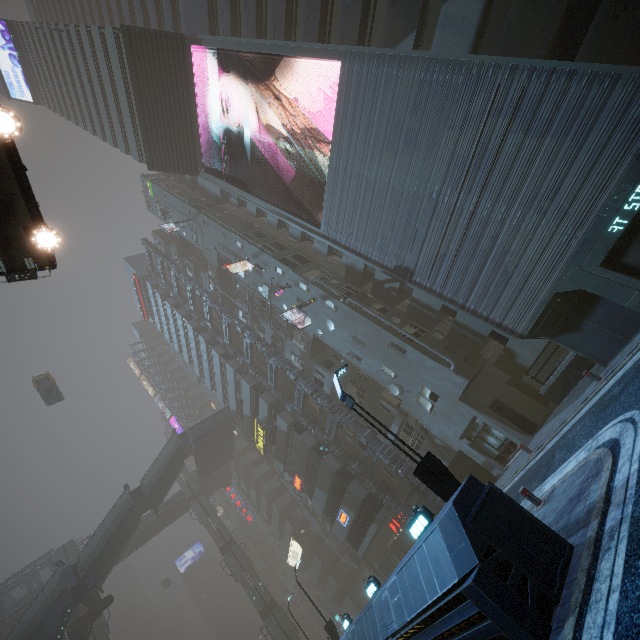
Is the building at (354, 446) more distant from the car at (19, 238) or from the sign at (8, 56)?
the car at (19, 238)

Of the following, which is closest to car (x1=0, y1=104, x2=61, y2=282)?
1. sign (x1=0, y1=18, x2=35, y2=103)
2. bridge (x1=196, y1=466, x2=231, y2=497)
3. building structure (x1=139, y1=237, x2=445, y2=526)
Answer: bridge (x1=196, y1=466, x2=231, y2=497)

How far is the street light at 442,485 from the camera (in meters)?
8.41

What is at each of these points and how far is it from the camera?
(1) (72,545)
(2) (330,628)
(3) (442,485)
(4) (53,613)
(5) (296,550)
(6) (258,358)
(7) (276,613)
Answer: (1) sm, 42.2 meters
(2) street light, 21.0 meters
(3) street light, 8.4 meters
(4) building structure, 25.2 meters
(5) sign, 47.2 meters
(6) building, 36.1 meters
(7) sm, 39.2 meters

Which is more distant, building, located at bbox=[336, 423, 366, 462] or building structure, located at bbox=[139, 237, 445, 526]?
building, located at bbox=[336, 423, 366, 462]

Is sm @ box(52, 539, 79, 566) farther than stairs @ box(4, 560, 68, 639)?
Yes

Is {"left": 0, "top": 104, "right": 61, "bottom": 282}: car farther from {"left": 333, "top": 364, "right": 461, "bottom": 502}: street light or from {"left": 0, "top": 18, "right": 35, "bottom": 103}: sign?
{"left": 0, "top": 18, "right": 35, "bottom": 103}: sign

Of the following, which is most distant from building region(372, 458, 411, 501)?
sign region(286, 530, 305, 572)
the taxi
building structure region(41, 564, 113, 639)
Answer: the taxi
